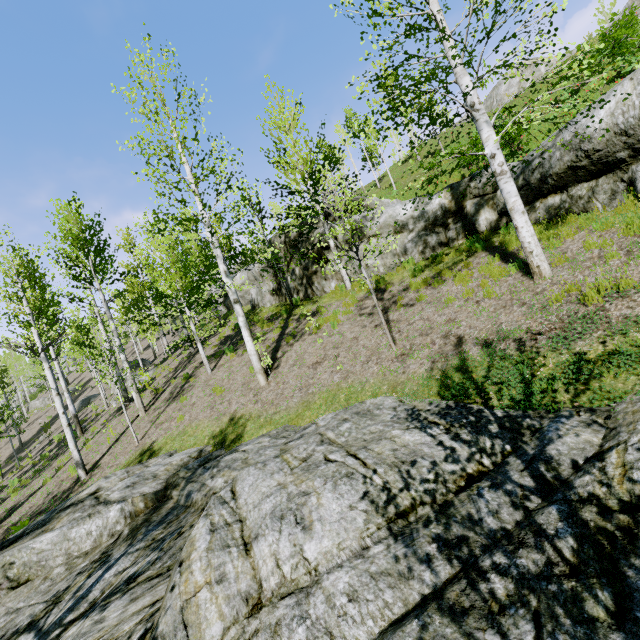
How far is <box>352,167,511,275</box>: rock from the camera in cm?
1027

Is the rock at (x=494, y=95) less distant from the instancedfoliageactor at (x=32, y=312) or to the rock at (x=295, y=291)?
the rock at (x=295, y=291)

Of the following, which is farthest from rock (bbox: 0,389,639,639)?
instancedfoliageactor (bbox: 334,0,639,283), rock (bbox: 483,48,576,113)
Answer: rock (bbox: 483,48,576,113)

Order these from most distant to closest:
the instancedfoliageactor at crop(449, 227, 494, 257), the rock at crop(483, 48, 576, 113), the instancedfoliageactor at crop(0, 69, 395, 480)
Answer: the rock at crop(483, 48, 576, 113) → the instancedfoliageactor at crop(0, 69, 395, 480) → the instancedfoliageactor at crop(449, 227, 494, 257)

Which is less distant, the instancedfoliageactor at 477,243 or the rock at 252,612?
the rock at 252,612

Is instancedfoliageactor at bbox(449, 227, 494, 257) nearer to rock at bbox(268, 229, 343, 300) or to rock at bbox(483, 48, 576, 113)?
rock at bbox(268, 229, 343, 300)

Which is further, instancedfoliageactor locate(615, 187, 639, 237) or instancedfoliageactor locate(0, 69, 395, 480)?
instancedfoliageactor locate(0, 69, 395, 480)

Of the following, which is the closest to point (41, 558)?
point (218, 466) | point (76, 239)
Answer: point (218, 466)
